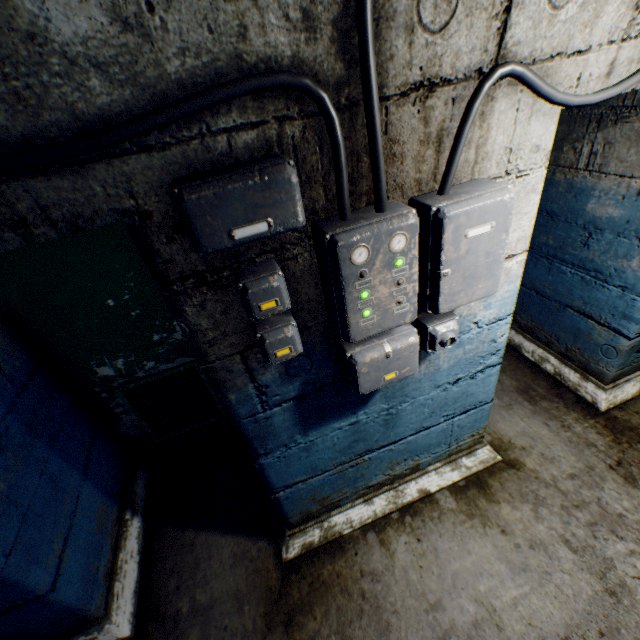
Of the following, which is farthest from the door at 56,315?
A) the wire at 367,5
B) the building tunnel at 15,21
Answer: the wire at 367,5

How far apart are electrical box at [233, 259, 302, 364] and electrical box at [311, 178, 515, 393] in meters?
0.1 m

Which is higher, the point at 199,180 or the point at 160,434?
the point at 199,180

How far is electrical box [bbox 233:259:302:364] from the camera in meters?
0.9

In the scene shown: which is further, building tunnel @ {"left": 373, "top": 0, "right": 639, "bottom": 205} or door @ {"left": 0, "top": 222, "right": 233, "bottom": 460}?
door @ {"left": 0, "top": 222, "right": 233, "bottom": 460}

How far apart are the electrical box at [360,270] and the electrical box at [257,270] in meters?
0.1 m

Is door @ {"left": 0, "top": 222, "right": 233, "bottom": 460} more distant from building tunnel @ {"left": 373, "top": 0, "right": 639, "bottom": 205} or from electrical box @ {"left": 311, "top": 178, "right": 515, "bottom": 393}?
electrical box @ {"left": 311, "top": 178, "right": 515, "bottom": 393}

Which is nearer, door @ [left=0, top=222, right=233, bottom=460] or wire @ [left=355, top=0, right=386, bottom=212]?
wire @ [left=355, top=0, right=386, bottom=212]
